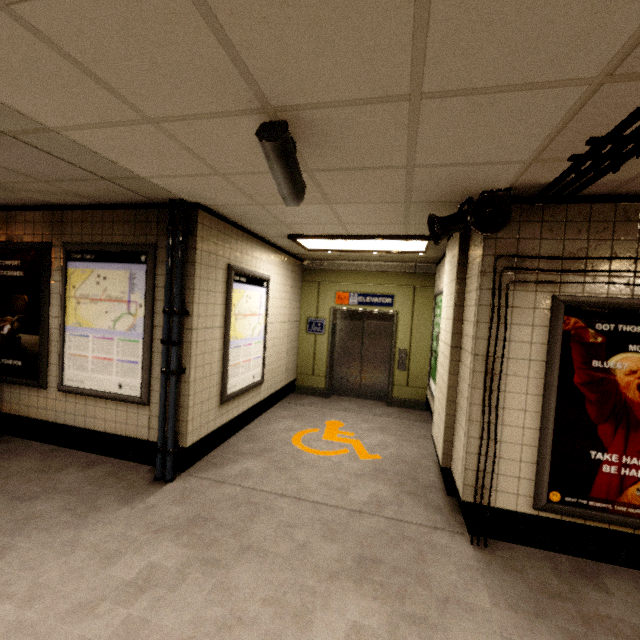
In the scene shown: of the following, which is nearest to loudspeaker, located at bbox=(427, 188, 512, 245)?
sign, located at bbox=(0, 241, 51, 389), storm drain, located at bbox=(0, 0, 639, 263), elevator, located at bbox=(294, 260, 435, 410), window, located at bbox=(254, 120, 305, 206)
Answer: storm drain, located at bbox=(0, 0, 639, 263)

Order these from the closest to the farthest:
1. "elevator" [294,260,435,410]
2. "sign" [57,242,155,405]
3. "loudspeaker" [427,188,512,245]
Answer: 1. "loudspeaker" [427,188,512,245]
2. "sign" [57,242,155,405]
3. "elevator" [294,260,435,410]

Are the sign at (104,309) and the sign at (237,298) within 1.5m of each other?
yes

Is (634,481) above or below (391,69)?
below

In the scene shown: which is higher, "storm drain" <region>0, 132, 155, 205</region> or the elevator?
"storm drain" <region>0, 132, 155, 205</region>

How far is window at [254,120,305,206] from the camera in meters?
1.7

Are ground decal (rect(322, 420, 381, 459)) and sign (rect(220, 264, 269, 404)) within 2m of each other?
yes

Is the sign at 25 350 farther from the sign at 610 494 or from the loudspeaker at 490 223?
the sign at 610 494
